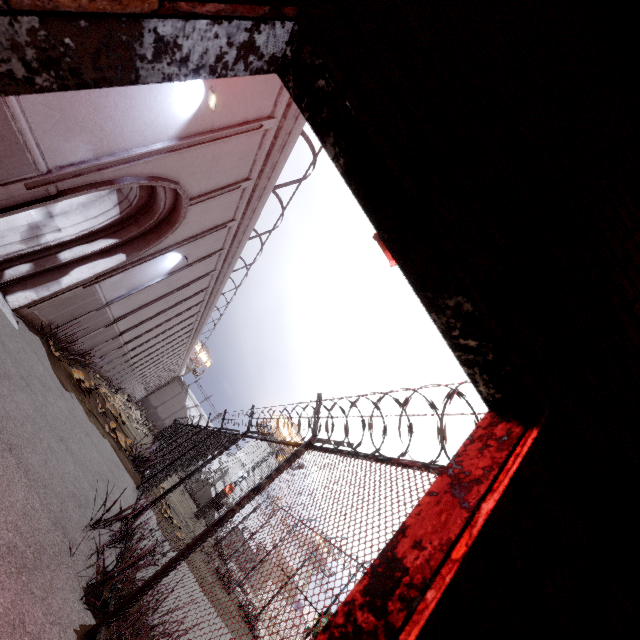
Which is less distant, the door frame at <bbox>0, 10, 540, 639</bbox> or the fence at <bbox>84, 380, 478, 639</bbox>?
the door frame at <bbox>0, 10, 540, 639</bbox>

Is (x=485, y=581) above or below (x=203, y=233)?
below

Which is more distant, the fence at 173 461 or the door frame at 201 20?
the fence at 173 461
